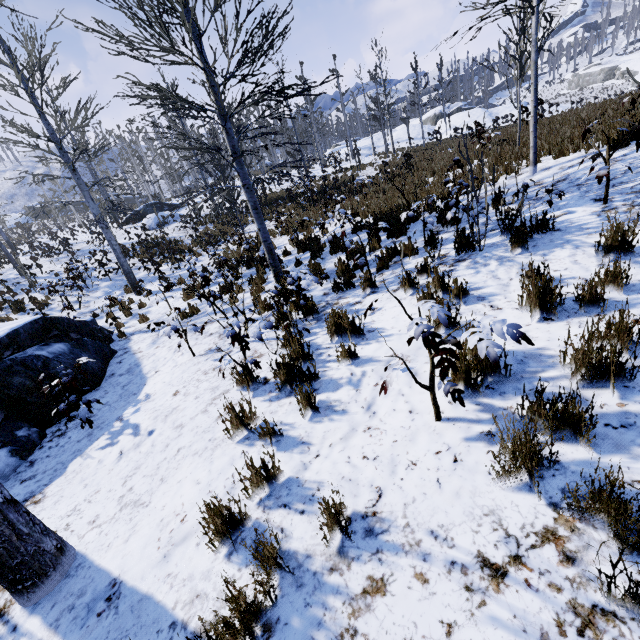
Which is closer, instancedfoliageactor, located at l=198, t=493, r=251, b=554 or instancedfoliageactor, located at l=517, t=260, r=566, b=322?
instancedfoliageactor, located at l=198, t=493, r=251, b=554

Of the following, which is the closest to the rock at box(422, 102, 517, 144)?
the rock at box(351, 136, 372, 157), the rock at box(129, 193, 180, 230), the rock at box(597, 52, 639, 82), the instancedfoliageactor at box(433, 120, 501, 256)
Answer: the rock at box(351, 136, 372, 157)

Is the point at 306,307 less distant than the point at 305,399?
No

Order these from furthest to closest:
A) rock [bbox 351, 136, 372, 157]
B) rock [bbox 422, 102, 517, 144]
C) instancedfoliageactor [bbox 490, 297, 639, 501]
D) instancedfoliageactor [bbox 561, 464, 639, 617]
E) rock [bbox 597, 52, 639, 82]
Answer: rock [bbox 597, 52, 639, 82] < rock [bbox 351, 136, 372, 157] < rock [bbox 422, 102, 517, 144] < instancedfoliageactor [bbox 490, 297, 639, 501] < instancedfoliageactor [bbox 561, 464, 639, 617]

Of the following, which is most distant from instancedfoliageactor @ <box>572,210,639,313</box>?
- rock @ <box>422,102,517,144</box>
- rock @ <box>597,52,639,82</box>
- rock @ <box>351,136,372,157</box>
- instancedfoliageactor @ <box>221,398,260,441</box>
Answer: rock @ <box>597,52,639,82</box>

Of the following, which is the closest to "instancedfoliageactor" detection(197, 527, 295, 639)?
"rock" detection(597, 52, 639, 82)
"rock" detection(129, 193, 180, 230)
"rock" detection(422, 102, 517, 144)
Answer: "rock" detection(129, 193, 180, 230)

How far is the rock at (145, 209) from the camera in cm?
2386

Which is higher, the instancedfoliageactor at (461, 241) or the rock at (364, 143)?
the rock at (364, 143)
